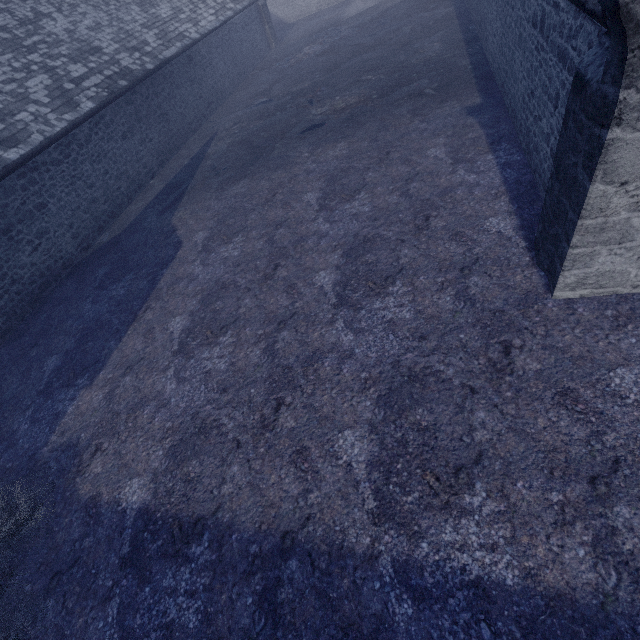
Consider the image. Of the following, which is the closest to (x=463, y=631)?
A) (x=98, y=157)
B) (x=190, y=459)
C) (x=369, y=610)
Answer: (x=369, y=610)

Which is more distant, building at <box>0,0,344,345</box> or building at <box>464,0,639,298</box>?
building at <box>0,0,344,345</box>

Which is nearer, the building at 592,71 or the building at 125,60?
the building at 592,71
